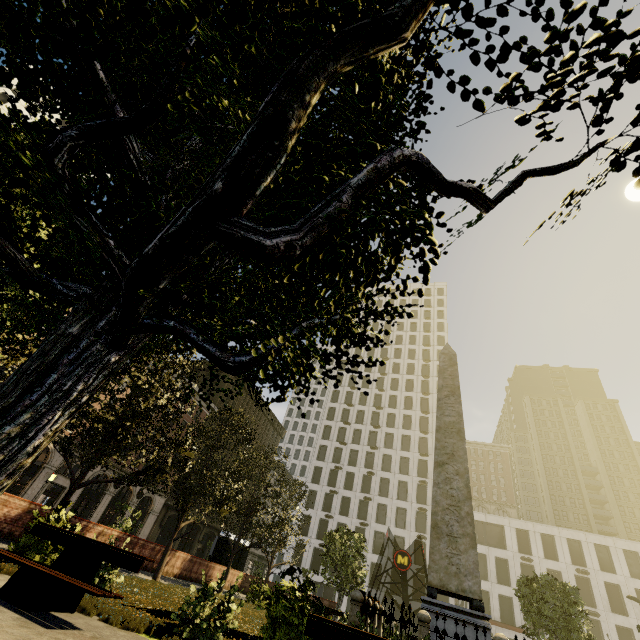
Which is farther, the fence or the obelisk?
the obelisk

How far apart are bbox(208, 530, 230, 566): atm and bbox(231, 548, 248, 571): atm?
1.7 meters

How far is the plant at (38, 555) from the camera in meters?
6.9 m

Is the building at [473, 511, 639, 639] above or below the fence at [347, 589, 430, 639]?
above

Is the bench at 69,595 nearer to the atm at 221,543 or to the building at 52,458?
the atm at 221,543

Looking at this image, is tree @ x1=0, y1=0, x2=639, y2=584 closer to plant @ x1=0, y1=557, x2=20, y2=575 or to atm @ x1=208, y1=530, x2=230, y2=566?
plant @ x1=0, y1=557, x2=20, y2=575

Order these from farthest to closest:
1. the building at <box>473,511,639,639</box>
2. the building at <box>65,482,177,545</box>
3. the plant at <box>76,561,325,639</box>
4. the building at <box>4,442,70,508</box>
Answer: the building at <box>473,511,639,639</box>
the building at <box>65,482,177,545</box>
the building at <box>4,442,70,508</box>
the plant at <box>76,561,325,639</box>

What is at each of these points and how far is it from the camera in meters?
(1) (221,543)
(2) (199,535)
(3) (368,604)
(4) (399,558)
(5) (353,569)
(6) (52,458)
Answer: (1) atm, 24.7 m
(2) building, 49.9 m
(3) fence, 9.5 m
(4) underground building, 24.6 m
(5) tree, 22.4 m
(6) building, 30.4 m
